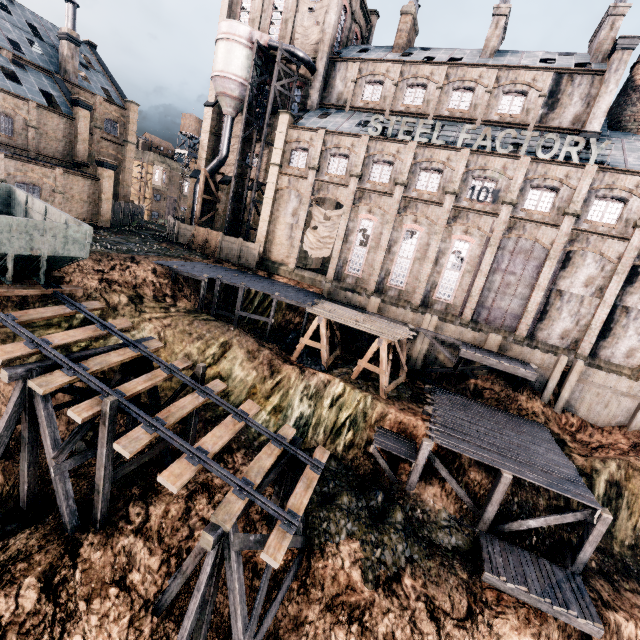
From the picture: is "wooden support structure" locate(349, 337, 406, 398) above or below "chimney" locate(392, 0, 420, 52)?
below

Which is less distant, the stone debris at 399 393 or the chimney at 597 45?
the stone debris at 399 393

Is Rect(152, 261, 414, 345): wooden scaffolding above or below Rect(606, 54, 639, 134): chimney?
below

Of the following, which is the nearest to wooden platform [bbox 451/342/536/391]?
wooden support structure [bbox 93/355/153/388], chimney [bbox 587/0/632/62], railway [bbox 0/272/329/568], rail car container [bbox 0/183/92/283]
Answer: railway [bbox 0/272/329/568]

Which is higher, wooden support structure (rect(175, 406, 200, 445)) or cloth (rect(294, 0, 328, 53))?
cloth (rect(294, 0, 328, 53))

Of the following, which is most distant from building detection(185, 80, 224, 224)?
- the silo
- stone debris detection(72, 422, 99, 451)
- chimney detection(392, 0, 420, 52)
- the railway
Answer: stone debris detection(72, 422, 99, 451)

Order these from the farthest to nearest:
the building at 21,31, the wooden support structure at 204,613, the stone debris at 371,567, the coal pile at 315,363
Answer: the building at 21,31 → the coal pile at 315,363 → the stone debris at 371,567 → the wooden support structure at 204,613

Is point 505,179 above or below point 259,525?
above
